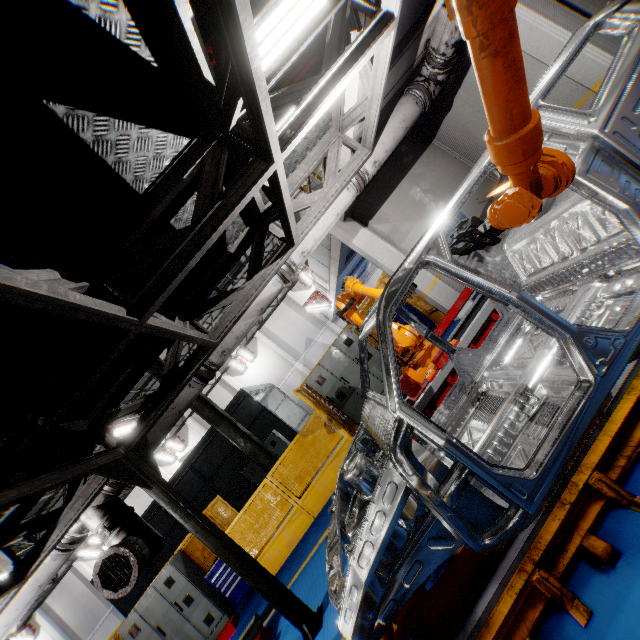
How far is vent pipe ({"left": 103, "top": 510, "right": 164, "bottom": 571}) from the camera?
4.4 meters

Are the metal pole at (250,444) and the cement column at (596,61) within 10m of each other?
yes

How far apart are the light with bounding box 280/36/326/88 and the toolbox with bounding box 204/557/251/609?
8.88m

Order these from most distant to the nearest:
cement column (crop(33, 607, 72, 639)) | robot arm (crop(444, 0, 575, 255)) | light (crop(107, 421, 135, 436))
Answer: cement column (crop(33, 607, 72, 639))
light (crop(107, 421, 135, 436))
robot arm (crop(444, 0, 575, 255))

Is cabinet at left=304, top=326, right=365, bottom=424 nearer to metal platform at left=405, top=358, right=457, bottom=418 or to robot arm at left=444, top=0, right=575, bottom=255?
metal platform at left=405, top=358, right=457, bottom=418

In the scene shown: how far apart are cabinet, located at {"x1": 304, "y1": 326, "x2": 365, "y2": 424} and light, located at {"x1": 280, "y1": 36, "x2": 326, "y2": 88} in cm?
620

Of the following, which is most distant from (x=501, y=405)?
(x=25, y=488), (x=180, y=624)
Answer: (x=180, y=624)

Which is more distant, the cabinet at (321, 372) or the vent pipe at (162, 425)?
the cabinet at (321, 372)
